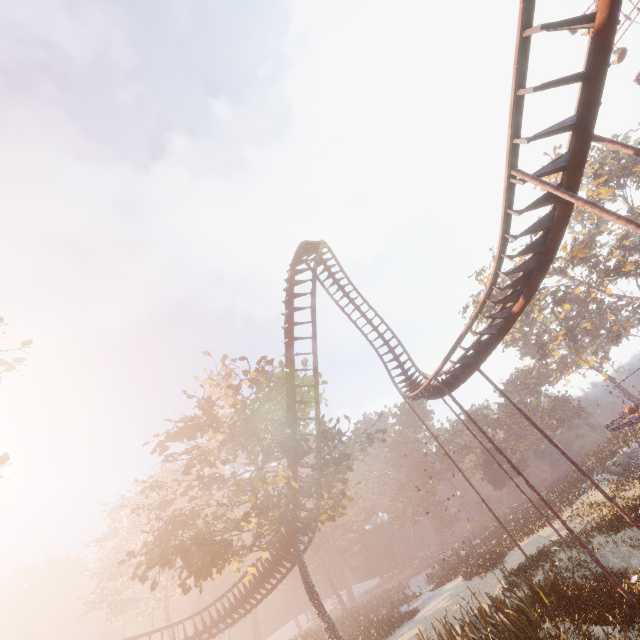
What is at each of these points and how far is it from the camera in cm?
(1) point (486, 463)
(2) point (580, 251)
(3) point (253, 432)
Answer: (1) instancedfoliageactor, 5134
(2) tree, 3875
(3) tree, 1923

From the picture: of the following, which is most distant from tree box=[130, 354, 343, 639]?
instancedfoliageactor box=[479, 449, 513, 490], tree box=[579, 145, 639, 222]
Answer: tree box=[579, 145, 639, 222]

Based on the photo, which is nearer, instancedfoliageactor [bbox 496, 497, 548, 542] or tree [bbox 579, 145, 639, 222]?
instancedfoliageactor [bbox 496, 497, 548, 542]

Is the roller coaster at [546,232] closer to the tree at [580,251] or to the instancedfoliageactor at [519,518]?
the instancedfoliageactor at [519,518]

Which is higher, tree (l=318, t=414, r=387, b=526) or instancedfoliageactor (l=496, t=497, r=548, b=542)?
tree (l=318, t=414, r=387, b=526)

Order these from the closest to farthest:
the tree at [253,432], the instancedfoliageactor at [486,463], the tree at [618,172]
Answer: the tree at [253,432]
the tree at [618,172]
the instancedfoliageactor at [486,463]

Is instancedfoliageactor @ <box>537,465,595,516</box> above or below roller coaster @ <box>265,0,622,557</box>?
below

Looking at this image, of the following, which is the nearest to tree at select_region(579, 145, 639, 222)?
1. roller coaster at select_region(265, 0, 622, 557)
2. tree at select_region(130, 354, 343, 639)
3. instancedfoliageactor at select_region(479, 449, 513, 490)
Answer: instancedfoliageactor at select_region(479, 449, 513, 490)
